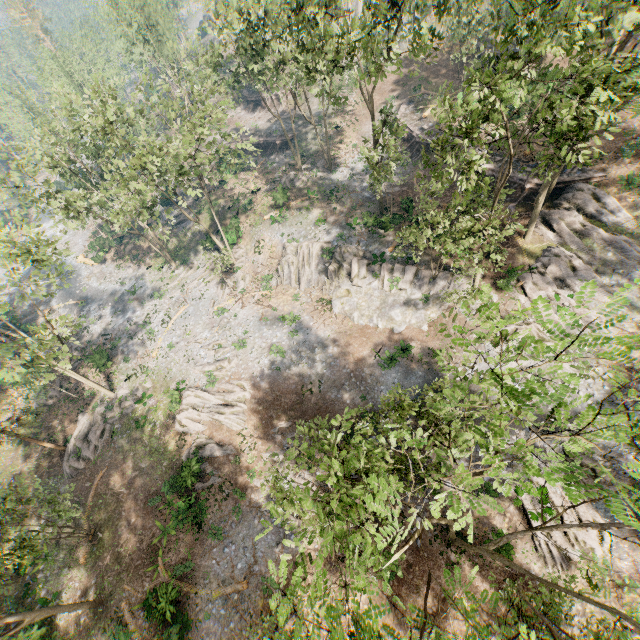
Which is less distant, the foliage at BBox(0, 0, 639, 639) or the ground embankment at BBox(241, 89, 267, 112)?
the foliage at BBox(0, 0, 639, 639)

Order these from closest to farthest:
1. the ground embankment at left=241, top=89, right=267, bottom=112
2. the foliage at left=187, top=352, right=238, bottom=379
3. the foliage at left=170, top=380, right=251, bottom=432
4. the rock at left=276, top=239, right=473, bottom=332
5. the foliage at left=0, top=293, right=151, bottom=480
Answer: the foliage at left=0, top=293, right=151, bottom=480
the foliage at left=170, top=380, right=251, bottom=432
the rock at left=276, top=239, right=473, bottom=332
the foliage at left=187, top=352, right=238, bottom=379
the ground embankment at left=241, top=89, right=267, bottom=112

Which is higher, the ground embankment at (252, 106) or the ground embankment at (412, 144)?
the ground embankment at (252, 106)

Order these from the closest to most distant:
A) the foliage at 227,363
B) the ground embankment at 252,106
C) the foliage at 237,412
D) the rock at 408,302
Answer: the foliage at 237,412
the rock at 408,302
the foliage at 227,363
the ground embankment at 252,106

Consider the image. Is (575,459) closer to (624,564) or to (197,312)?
(624,564)

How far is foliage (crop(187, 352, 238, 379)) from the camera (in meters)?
29.56

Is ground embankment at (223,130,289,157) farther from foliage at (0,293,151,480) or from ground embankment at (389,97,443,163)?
ground embankment at (389,97,443,163)
